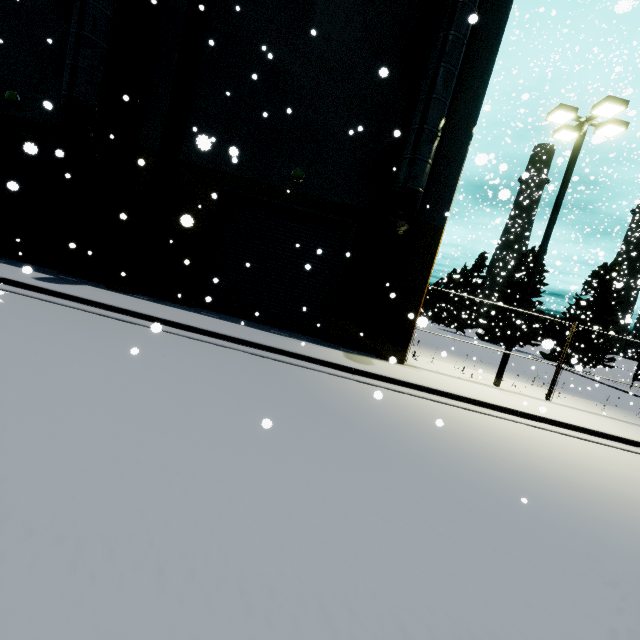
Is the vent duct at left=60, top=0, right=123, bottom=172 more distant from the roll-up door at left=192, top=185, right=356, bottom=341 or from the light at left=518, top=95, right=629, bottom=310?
the light at left=518, top=95, right=629, bottom=310

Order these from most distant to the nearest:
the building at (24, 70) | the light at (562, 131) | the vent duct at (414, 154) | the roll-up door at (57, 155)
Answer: the roll-up door at (57, 155), the building at (24, 70), the light at (562, 131), the vent duct at (414, 154)

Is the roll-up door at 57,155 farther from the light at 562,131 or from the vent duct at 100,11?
the light at 562,131

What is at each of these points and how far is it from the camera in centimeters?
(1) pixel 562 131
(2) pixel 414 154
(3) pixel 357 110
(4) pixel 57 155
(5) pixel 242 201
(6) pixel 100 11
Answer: (1) light, 1175cm
(2) vent duct, 921cm
(3) building, 1097cm
(4) roll-up door, 677cm
(5) roll-up door, 1169cm
(6) vent duct, 898cm

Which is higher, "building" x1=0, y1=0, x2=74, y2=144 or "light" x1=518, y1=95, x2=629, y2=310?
"light" x1=518, y1=95, x2=629, y2=310

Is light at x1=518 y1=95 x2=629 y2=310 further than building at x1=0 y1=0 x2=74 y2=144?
No

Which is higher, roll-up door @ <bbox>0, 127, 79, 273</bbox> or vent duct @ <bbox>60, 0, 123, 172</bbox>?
vent duct @ <bbox>60, 0, 123, 172</bbox>

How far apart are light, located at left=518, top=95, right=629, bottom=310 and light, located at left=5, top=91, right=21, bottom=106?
18.2m
